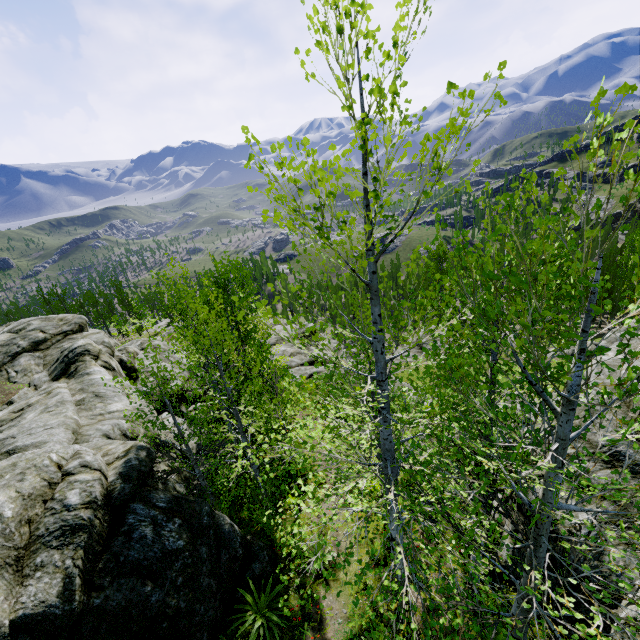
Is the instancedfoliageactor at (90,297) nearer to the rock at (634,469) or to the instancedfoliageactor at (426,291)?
the rock at (634,469)

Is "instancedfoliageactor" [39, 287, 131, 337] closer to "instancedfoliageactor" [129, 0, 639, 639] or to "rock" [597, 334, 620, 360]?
"rock" [597, 334, 620, 360]

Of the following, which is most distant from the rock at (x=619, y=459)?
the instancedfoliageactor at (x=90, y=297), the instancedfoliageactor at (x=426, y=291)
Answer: the instancedfoliageactor at (x=426, y=291)

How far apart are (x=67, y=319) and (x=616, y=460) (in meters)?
28.56

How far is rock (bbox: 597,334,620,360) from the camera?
9.91m

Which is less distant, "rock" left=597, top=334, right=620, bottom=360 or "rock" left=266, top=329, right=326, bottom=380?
"rock" left=597, top=334, right=620, bottom=360
